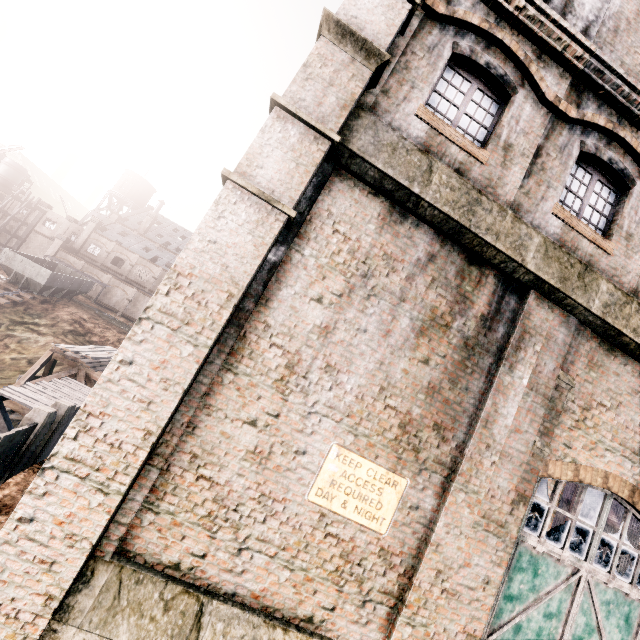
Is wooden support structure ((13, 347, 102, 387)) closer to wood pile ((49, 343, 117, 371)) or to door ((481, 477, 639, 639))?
wood pile ((49, 343, 117, 371))

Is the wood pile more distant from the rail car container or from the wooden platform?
the rail car container

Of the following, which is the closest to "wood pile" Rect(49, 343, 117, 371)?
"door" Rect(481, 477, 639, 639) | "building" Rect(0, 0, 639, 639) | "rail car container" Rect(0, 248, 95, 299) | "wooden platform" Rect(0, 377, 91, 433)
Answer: "wooden platform" Rect(0, 377, 91, 433)

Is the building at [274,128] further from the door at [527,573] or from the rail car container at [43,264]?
the rail car container at [43,264]

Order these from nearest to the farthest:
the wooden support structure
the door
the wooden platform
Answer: the door → the wooden platform → the wooden support structure

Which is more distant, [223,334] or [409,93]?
[409,93]

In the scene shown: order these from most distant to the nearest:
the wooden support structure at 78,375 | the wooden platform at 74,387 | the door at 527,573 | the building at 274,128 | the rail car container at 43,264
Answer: the rail car container at 43,264, the wooden support structure at 78,375, the wooden platform at 74,387, the door at 527,573, the building at 274,128

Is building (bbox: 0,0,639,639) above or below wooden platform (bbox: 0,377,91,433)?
above
